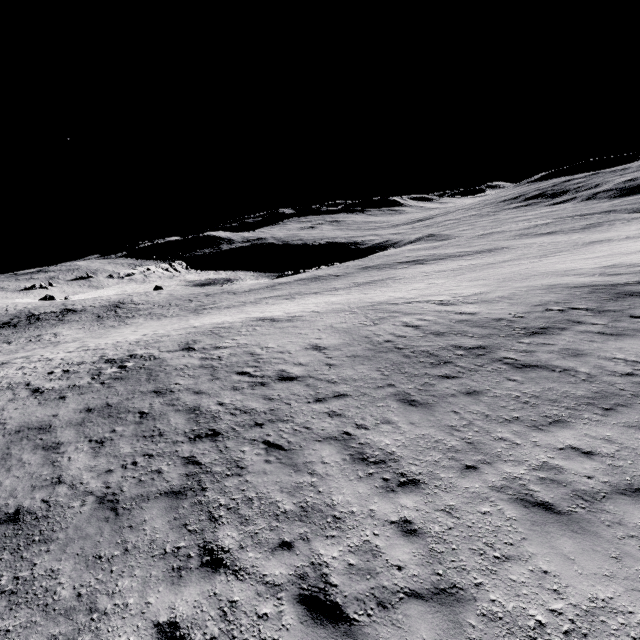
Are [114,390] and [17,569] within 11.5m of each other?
yes
